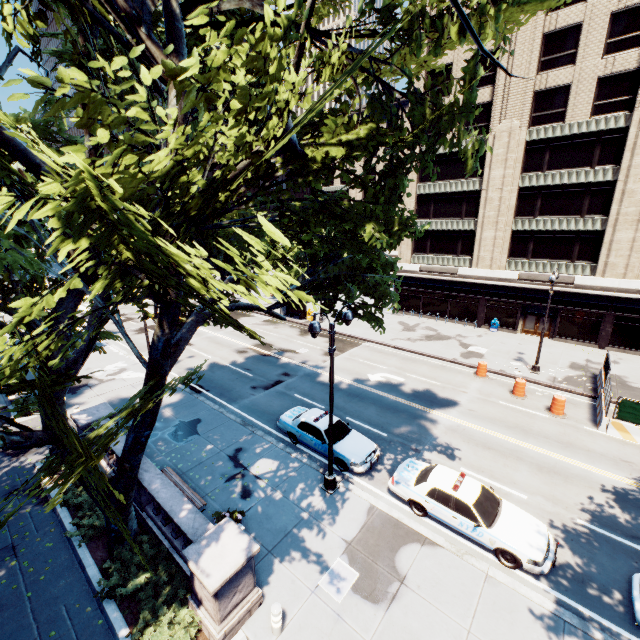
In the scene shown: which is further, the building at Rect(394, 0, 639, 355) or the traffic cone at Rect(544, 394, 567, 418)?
the building at Rect(394, 0, 639, 355)

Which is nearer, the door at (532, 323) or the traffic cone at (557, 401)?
the traffic cone at (557, 401)

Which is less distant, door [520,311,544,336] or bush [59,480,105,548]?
bush [59,480,105,548]

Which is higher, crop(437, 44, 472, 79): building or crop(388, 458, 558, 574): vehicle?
crop(437, 44, 472, 79): building

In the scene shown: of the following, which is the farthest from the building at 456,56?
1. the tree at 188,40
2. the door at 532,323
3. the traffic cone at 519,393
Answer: the traffic cone at 519,393

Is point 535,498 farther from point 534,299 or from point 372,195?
point 534,299

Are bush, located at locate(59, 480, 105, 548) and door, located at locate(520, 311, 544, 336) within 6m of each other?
no

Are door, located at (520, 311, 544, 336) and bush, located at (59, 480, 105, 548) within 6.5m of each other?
no
